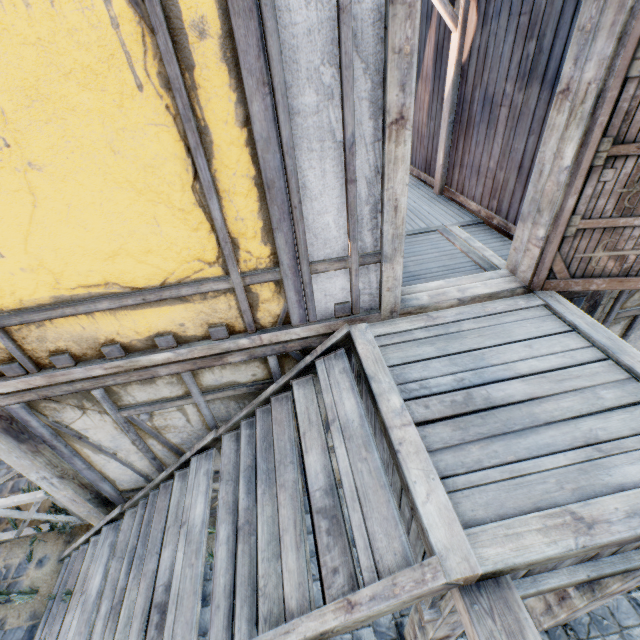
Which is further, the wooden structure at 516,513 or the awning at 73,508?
the awning at 73,508

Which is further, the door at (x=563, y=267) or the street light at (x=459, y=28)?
the street light at (x=459, y=28)

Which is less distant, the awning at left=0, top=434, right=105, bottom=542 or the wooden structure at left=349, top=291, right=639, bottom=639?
the wooden structure at left=349, top=291, right=639, bottom=639

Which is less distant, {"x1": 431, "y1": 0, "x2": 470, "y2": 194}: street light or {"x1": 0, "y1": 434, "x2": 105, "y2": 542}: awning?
{"x1": 0, "y1": 434, "x2": 105, "y2": 542}: awning

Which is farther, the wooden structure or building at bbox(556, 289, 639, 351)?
building at bbox(556, 289, 639, 351)

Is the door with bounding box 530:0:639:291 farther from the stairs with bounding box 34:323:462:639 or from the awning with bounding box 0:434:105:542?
the awning with bounding box 0:434:105:542

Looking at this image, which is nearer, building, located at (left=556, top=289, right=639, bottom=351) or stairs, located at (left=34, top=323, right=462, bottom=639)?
stairs, located at (left=34, top=323, right=462, bottom=639)

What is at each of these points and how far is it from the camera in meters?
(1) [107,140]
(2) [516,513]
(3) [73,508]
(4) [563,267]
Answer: (1) building, 1.8
(2) wooden structure, 1.6
(3) awning, 4.1
(4) door, 2.7
